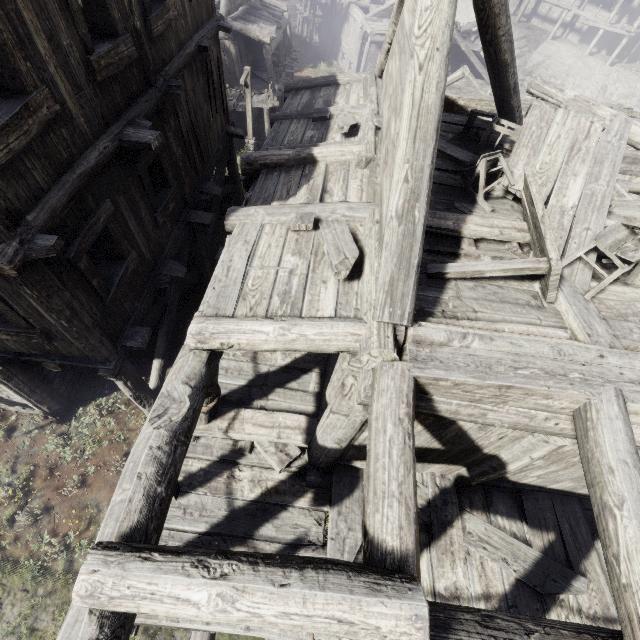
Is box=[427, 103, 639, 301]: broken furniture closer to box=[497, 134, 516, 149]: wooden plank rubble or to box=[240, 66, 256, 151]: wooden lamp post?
box=[497, 134, 516, 149]: wooden plank rubble

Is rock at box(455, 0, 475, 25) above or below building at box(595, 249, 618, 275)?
below

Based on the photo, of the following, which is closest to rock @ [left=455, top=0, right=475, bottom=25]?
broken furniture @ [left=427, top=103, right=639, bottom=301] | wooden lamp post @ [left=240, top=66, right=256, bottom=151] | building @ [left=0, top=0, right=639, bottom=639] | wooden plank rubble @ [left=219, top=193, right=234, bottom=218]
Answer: building @ [left=0, top=0, right=639, bottom=639]

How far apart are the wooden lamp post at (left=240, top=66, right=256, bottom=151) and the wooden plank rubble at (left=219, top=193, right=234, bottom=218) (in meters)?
6.49

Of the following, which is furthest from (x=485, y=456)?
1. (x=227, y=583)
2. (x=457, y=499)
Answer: (x=227, y=583)

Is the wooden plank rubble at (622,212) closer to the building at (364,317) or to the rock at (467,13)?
the building at (364,317)

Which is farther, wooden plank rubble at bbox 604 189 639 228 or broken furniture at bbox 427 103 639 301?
wooden plank rubble at bbox 604 189 639 228

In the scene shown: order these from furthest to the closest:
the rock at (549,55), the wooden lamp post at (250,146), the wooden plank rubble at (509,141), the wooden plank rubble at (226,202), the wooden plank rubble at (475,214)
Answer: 1. the rock at (549,55)
2. the wooden lamp post at (250,146)
3. the wooden plank rubble at (226,202)
4. the wooden plank rubble at (509,141)
5. the wooden plank rubble at (475,214)
